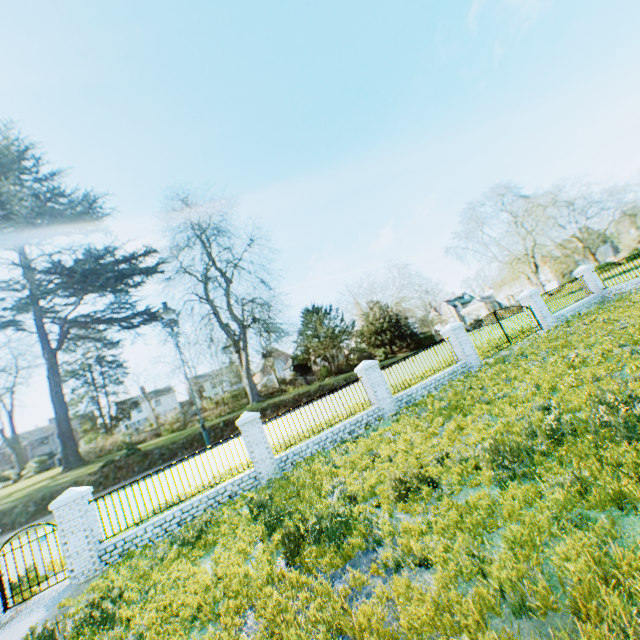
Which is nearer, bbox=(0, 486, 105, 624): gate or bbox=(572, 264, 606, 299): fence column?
bbox=(0, 486, 105, 624): gate

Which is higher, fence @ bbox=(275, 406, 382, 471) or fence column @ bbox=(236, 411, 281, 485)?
fence column @ bbox=(236, 411, 281, 485)

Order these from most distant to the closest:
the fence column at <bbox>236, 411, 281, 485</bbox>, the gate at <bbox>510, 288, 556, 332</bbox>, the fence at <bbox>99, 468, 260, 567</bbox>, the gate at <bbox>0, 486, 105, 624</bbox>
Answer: the gate at <bbox>510, 288, 556, 332</bbox>, the fence column at <bbox>236, 411, 281, 485</bbox>, the fence at <bbox>99, 468, 260, 567</bbox>, the gate at <bbox>0, 486, 105, 624</bbox>

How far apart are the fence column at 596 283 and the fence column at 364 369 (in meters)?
16.07

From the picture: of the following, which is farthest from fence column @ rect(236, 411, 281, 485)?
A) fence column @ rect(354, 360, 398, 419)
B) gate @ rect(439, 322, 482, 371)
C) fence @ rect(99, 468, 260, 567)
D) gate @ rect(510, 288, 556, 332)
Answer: gate @ rect(510, 288, 556, 332)

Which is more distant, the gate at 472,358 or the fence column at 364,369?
the gate at 472,358

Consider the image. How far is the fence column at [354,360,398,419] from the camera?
13.3m

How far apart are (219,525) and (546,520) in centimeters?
777cm
